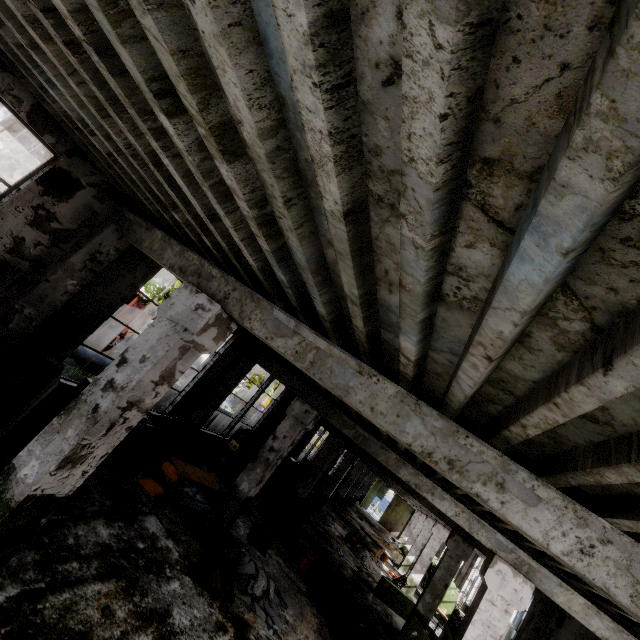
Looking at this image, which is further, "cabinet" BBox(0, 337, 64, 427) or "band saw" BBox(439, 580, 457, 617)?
"band saw" BBox(439, 580, 457, 617)

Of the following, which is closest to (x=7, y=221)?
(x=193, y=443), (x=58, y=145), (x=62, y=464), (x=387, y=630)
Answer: (x=58, y=145)

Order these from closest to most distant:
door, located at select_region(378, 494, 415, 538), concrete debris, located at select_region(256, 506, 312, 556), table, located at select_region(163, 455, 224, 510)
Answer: table, located at select_region(163, 455, 224, 510)
concrete debris, located at select_region(256, 506, 312, 556)
door, located at select_region(378, 494, 415, 538)

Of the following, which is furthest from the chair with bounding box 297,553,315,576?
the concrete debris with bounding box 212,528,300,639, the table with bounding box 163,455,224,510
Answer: the table with bounding box 163,455,224,510

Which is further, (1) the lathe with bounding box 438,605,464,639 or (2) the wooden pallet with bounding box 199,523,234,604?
(1) the lathe with bounding box 438,605,464,639

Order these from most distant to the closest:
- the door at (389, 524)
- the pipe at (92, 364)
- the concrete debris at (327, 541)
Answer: the door at (389, 524) → the concrete debris at (327, 541) → the pipe at (92, 364)

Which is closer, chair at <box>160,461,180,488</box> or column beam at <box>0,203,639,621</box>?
column beam at <box>0,203,639,621</box>

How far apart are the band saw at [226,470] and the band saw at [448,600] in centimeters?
1341cm
